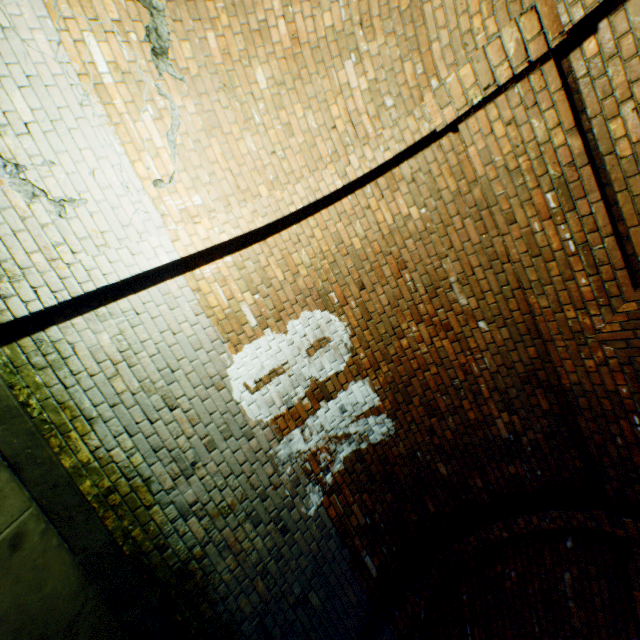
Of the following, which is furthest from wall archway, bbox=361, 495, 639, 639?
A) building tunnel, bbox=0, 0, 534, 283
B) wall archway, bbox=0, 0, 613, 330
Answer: wall archway, bbox=0, 0, 613, 330

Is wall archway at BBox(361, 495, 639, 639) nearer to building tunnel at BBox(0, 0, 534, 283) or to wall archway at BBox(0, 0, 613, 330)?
building tunnel at BBox(0, 0, 534, 283)

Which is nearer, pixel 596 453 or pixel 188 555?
pixel 188 555

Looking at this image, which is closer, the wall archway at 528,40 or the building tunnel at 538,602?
the wall archway at 528,40

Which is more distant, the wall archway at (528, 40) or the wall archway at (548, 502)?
the wall archway at (548, 502)
